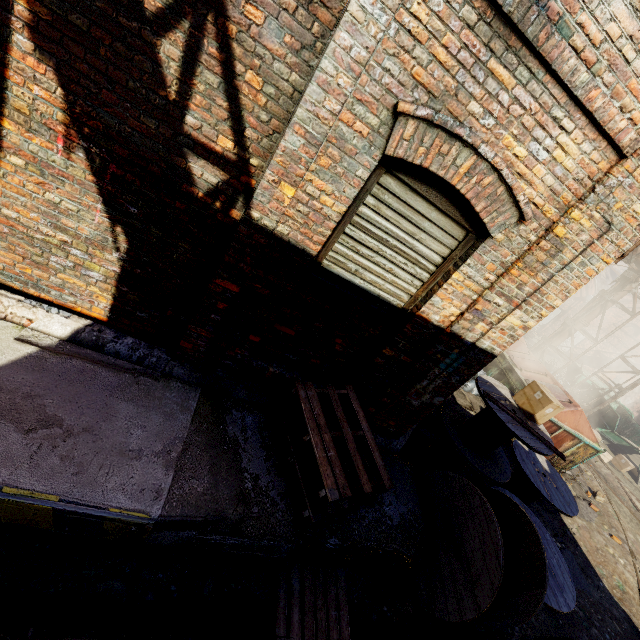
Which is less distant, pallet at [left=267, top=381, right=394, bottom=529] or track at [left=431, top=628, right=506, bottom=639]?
pallet at [left=267, top=381, right=394, bottom=529]

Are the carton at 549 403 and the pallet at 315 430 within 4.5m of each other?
yes

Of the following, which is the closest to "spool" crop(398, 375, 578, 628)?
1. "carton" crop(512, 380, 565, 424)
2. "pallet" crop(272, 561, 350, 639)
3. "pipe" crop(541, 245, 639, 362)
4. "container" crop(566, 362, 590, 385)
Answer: "carton" crop(512, 380, 565, 424)

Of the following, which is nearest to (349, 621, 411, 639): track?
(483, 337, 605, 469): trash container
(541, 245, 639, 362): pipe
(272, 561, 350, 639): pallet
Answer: (272, 561, 350, 639): pallet

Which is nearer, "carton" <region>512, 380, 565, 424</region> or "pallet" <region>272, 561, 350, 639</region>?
"pallet" <region>272, 561, 350, 639</region>

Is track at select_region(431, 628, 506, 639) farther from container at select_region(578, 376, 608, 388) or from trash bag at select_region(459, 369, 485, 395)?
container at select_region(578, 376, 608, 388)

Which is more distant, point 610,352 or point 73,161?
point 610,352

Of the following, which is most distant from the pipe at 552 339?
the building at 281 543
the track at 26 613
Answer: the track at 26 613
